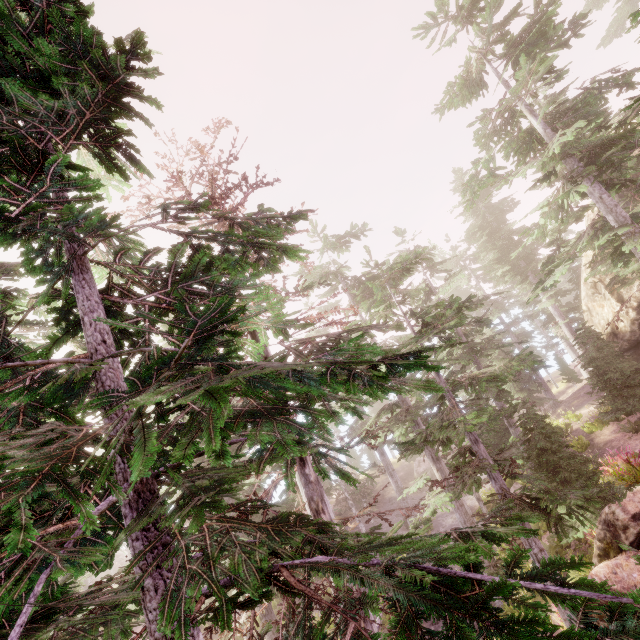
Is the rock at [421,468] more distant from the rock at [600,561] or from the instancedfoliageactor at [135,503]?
the rock at [600,561]

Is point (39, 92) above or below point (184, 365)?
above

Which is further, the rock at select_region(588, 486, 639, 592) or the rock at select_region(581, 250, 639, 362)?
the rock at select_region(581, 250, 639, 362)

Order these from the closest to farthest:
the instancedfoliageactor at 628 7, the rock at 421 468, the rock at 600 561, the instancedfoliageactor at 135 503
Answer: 1. the instancedfoliageactor at 135 503
2. the instancedfoliageactor at 628 7
3. the rock at 600 561
4. the rock at 421 468

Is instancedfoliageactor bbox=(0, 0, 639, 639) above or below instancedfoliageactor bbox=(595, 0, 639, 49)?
below

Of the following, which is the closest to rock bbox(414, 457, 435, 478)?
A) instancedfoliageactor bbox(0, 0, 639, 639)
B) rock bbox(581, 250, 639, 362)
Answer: instancedfoliageactor bbox(0, 0, 639, 639)
